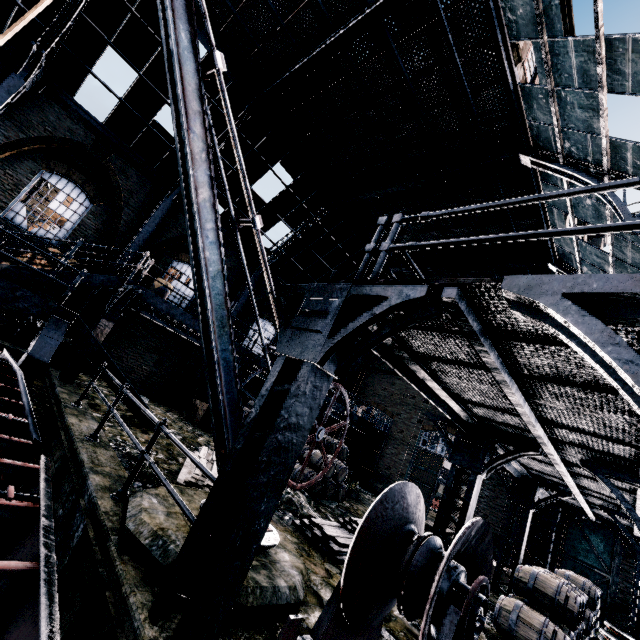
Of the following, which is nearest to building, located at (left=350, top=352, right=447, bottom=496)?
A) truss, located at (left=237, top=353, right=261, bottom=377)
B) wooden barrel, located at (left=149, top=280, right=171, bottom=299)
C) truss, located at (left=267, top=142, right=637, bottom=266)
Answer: truss, located at (left=267, top=142, right=637, bottom=266)

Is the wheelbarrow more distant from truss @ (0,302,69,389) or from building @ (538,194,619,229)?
truss @ (0,302,69,389)

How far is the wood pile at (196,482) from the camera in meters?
6.7

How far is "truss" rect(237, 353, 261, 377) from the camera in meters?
14.5 m

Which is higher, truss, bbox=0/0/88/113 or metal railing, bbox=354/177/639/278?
truss, bbox=0/0/88/113

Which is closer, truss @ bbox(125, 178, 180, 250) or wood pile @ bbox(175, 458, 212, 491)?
wood pile @ bbox(175, 458, 212, 491)

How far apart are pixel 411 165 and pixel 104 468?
14.8m

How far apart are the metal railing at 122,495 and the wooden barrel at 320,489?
6.69m
